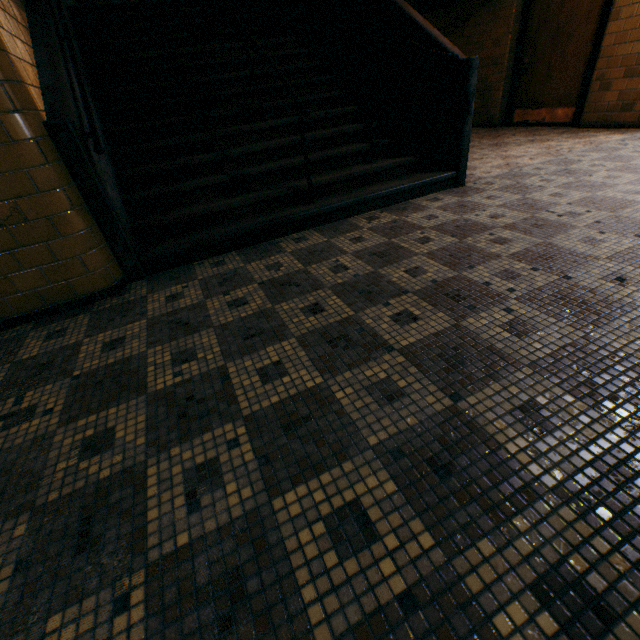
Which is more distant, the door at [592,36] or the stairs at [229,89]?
the door at [592,36]

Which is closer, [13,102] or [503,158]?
[13,102]

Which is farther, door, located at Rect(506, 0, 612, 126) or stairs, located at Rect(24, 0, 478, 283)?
door, located at Rect(506, 0, 612, 126)
